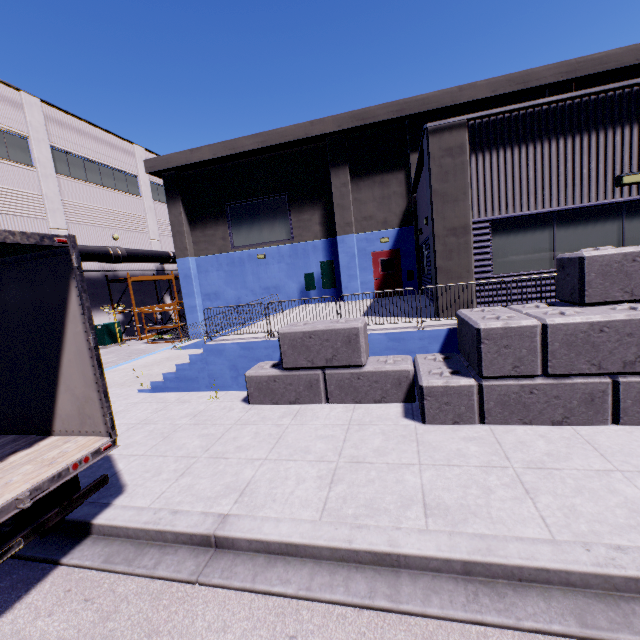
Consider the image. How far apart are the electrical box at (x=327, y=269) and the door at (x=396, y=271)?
2.06m

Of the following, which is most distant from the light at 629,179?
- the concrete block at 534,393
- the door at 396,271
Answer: the door at 396,271

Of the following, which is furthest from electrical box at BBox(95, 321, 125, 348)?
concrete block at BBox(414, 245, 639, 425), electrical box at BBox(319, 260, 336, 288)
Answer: electrical box at BBox(319, 260, 336, 288)

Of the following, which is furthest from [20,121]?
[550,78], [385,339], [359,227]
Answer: [550,78]

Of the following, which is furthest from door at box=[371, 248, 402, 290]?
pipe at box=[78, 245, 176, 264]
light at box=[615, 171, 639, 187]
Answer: pipe at box=[78, 245, 176, 264]

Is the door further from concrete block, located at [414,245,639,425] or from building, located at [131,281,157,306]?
concrete block, located at [414,245,639,425]

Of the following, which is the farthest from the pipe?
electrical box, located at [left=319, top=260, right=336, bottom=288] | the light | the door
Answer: the light

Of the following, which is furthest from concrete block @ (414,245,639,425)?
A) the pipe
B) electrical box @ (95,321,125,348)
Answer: electrical box @ (95,321,125,348)
